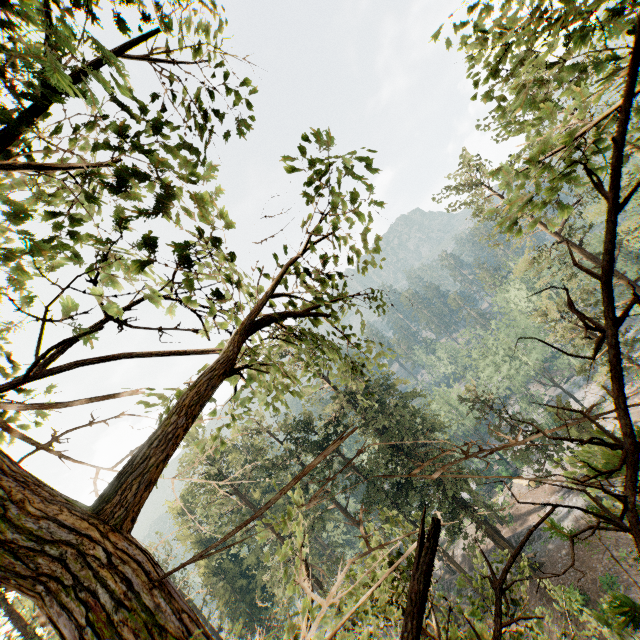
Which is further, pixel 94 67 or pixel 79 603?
pixel 94 67

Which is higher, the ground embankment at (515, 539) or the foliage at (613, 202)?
the foliage at (613, 202)

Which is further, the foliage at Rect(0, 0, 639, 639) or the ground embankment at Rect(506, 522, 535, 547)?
the ground embankment at Rect(506, 522, 535, 547)

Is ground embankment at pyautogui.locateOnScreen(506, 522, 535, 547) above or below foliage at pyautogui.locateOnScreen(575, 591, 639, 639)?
below

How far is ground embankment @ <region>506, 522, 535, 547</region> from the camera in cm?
3688

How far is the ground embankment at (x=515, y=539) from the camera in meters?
36.9 m
